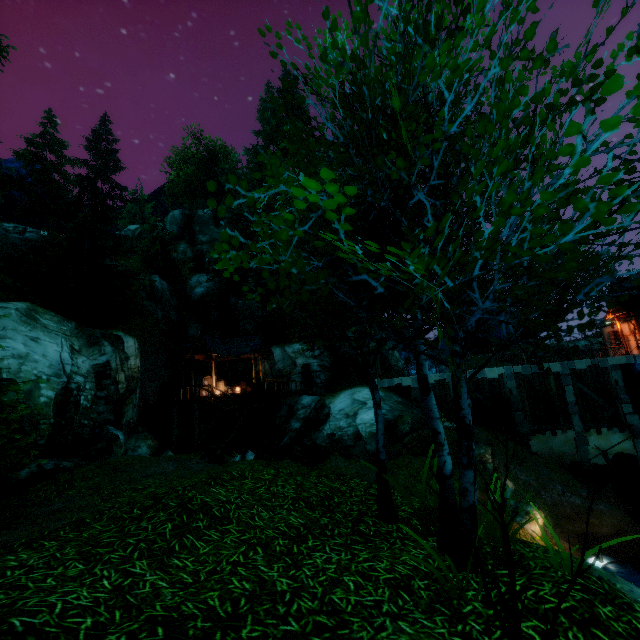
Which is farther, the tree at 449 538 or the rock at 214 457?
the rock at 214 457

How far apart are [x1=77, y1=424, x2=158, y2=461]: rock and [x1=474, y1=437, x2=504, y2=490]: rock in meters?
17.2

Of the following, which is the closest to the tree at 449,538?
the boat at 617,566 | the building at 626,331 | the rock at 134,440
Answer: the rock at 134,440

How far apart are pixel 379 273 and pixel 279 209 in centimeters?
299cm

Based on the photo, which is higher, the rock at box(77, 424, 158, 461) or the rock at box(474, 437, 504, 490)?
the rock at box(77, 424, 158, 461)

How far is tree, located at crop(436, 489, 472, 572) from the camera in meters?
4.4

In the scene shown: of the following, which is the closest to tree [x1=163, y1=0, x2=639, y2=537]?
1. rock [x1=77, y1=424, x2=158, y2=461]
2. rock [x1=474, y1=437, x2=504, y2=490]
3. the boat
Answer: rock [x1=77, y1=424, x2=158, y2=461]

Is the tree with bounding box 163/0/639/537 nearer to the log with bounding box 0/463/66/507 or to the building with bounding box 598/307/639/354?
the log with bounding box 0/463/66/507
